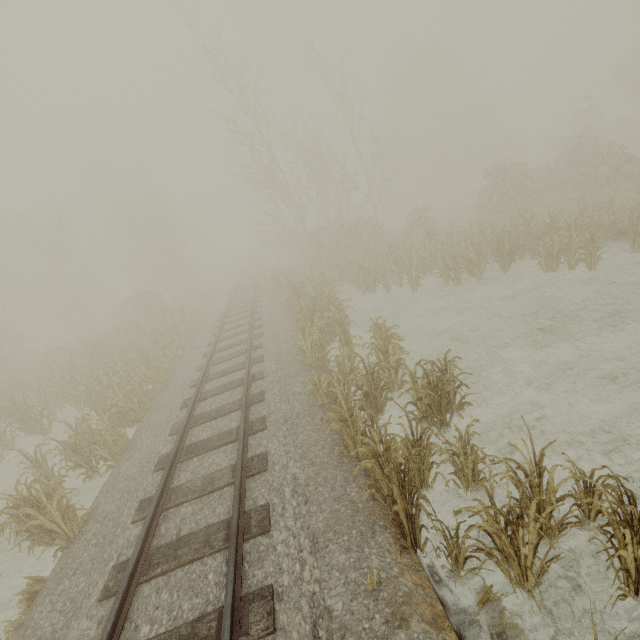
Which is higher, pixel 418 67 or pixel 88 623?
pixel 418 67
